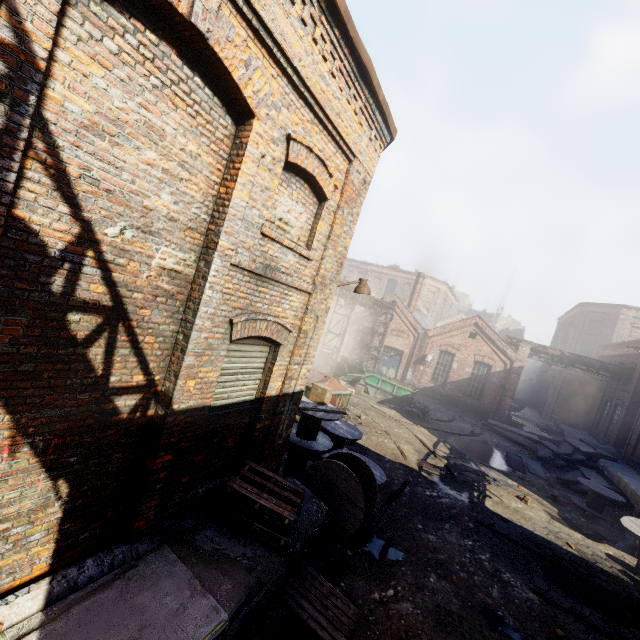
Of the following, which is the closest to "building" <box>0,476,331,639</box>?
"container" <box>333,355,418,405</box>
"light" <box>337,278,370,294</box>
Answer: "light" <box>337,278,370,294</box>

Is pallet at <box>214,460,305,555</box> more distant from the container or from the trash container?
the container

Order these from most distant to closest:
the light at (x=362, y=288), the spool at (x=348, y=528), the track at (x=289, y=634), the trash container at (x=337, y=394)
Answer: the trash container at (x=337, y=394) < the light at (x=362, y=288) < the spool at (x=348, y=528) < the track at (x=289, y=634)

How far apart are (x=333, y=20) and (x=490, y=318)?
56.8m

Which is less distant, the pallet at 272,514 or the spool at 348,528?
the pallet at 272,514

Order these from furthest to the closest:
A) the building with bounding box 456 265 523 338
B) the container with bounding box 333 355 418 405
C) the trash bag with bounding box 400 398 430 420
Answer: the building with bounding box 456 265 523 338 → the container with bounding box 333 355 418 405 → the trash bag with bounding box 400 398 430 420

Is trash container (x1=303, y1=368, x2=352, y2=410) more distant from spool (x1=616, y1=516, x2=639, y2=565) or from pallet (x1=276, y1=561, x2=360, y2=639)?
spool (x1=616, y1=516, x2=639, y2=565)

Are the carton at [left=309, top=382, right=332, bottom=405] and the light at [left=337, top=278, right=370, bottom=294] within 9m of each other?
yes
